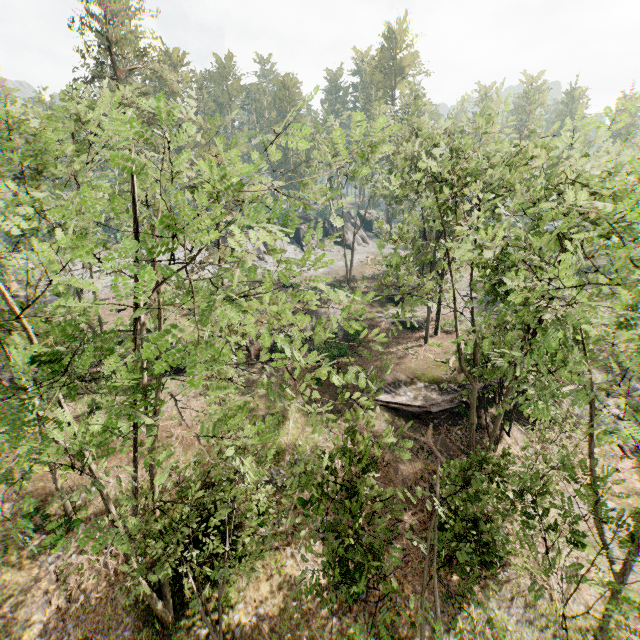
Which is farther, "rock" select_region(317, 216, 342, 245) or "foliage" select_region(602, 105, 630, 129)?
"rock" select_region(317, 216, 342, 245)

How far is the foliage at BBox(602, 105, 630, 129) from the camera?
11.12m

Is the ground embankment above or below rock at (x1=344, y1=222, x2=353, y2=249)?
below

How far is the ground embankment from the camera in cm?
2191

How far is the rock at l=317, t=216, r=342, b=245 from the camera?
55.62m

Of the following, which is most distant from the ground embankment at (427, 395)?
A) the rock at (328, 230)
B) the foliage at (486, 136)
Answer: the rock at (328, 230)

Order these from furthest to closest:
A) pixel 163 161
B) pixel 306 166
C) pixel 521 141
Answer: pixel 306 166 → pixel 521 141 → pixel 163 161
